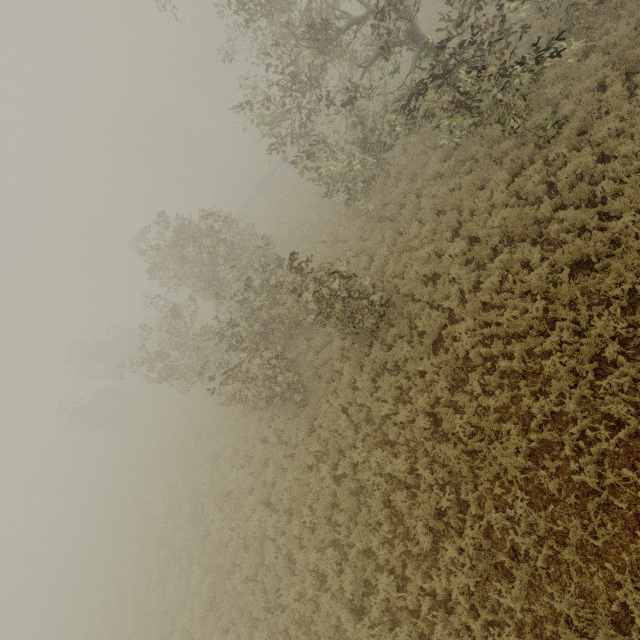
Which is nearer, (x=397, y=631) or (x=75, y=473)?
(x=397, y=631)
